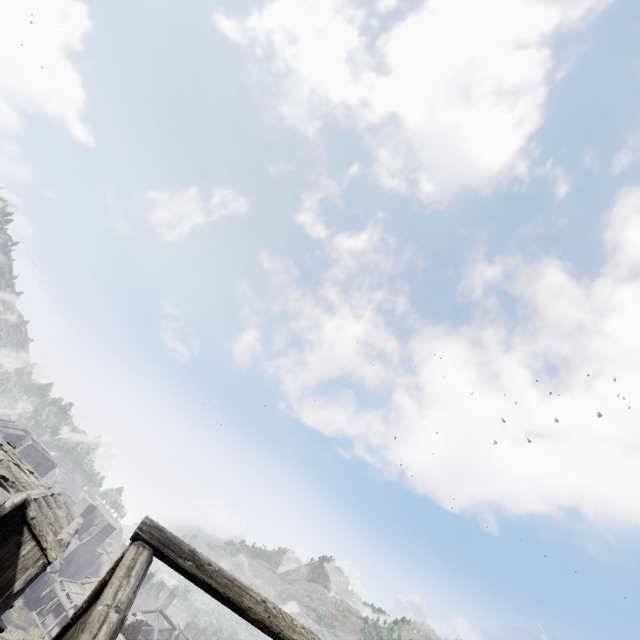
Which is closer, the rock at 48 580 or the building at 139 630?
the building at 139 630

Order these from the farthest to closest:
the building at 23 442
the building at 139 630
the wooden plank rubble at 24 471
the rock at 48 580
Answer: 1. the building at 23 442
2. the rock at 48 580
3. the wooden plank rubble at 24 471
4. the building at 139 630

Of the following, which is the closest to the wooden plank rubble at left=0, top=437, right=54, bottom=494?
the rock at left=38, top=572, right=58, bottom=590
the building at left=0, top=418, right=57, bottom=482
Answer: the building at left=0, top=418, right=57, bottom=482

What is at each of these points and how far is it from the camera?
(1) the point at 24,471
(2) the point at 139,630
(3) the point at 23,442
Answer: (1) wooden plank rubble, 14.5m
(2) building, 23.8m
(3) building, 46.0m

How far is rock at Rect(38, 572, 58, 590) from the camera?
40.4m

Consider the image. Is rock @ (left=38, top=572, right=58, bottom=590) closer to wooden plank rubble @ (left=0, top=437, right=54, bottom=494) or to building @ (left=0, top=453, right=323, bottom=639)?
building @ (left=0, top=453, right=323, bottom=639)

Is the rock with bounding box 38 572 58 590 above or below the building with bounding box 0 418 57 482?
below

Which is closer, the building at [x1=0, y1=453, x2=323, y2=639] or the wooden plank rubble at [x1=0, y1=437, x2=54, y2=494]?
the building at [x1=0, y1=453, x2=323, y2=639]
